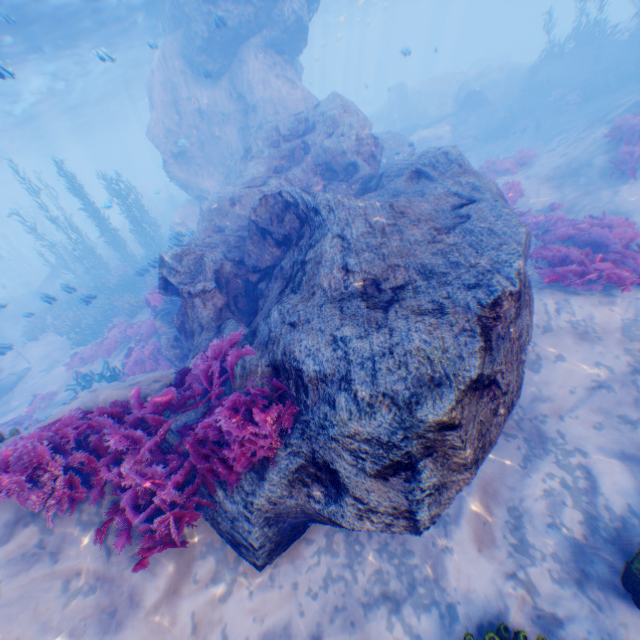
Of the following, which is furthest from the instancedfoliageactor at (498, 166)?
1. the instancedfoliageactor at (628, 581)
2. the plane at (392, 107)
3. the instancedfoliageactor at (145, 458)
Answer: the instancedfoliageactor at (628, 581)

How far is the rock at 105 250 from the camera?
28.03m

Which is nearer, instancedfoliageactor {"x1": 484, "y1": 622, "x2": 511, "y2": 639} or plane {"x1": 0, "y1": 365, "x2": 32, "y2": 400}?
instancedfoliageactor {"x1": 484, "y1": 622, "x2": 511, "y2": 639}

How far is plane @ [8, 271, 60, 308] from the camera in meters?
25.5

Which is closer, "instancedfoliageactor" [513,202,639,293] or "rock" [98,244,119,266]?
"instancedfoliageactor" [513,202,639,293]

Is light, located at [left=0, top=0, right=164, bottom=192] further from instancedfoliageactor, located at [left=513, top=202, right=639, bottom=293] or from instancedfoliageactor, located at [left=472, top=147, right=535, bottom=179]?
instancedfoliageactor, located at [left=472, top=147, right=535, bottom=179]

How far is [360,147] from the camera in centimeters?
1108cm

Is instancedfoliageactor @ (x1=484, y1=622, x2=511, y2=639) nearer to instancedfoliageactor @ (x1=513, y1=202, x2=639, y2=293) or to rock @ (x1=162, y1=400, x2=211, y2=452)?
rock @ (x1=162, y1=400, x2=211, y2=452)
